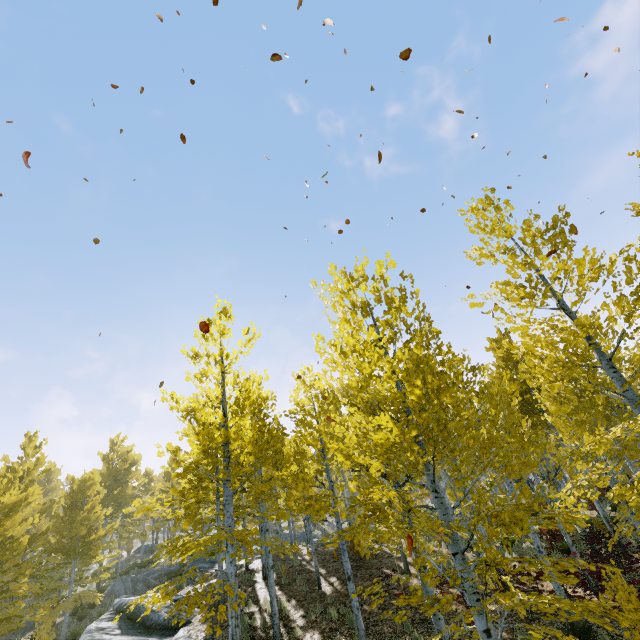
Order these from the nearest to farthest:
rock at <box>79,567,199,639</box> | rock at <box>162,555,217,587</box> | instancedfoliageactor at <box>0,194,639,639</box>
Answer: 1. instancedfoliageactor at <box>0,194,639,639</box>
2. rock at <box>79,567,199,639</box>
3. rock at <box>162,555,217,587</box>

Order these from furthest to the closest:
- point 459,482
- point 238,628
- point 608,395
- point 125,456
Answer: point 125,456, point 608,395, point 238,628, point 459,482

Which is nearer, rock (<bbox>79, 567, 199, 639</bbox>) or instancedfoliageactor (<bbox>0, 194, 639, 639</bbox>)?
instancedfoliageactor (<bbox>0, 194, 639, 639</bbox>)

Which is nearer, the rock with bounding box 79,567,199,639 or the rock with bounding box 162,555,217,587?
the rock with bounding box 79,567,199,639

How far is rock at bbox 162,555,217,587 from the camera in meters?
20.6

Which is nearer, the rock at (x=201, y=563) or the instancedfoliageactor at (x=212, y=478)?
the instancedfoliageactor at (x=212, y=478)

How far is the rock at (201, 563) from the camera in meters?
20.6 m
